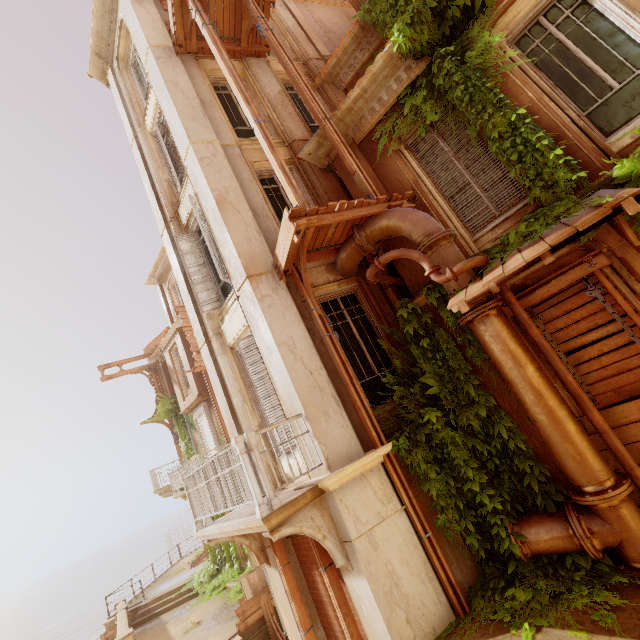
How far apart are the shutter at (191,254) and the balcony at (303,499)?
4.46m

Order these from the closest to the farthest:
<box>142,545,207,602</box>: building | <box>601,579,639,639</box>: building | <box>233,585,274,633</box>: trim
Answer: <box>601,579,639,639</box>: building < <box>233,585,274,633</box>: trim < <box>142,545,207,602</box>: building

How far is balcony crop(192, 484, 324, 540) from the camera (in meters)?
4.34

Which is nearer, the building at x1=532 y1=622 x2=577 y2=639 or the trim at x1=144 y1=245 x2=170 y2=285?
the building at x1=532 y1=622 x2=577 y2=639

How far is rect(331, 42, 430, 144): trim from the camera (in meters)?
6.37

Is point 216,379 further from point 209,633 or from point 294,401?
point 209,633

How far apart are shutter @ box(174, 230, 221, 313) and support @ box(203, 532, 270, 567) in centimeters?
469cm

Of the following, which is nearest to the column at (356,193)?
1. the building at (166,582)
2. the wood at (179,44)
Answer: the wood at (179,44)
